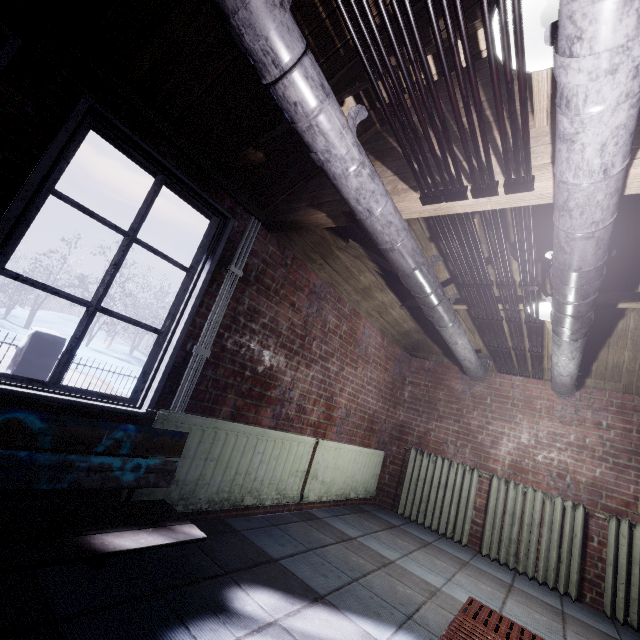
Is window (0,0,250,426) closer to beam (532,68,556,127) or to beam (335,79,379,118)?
beam (335,79,379,118)

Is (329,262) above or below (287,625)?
above

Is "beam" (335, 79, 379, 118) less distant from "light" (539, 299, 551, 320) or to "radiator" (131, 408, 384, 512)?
"radiator" (131, 408, 384, 512)

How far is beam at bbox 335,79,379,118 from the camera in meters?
1.4

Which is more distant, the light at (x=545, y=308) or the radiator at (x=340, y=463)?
the light at (x=545, y=308)

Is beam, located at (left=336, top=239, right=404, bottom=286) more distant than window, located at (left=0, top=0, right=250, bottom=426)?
Yes

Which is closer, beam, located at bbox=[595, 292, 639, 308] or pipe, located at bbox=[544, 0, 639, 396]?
pipe, located at bbox=[544, 0, 639, 396]

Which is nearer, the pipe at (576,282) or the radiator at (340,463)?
the pipe at (576,282)
